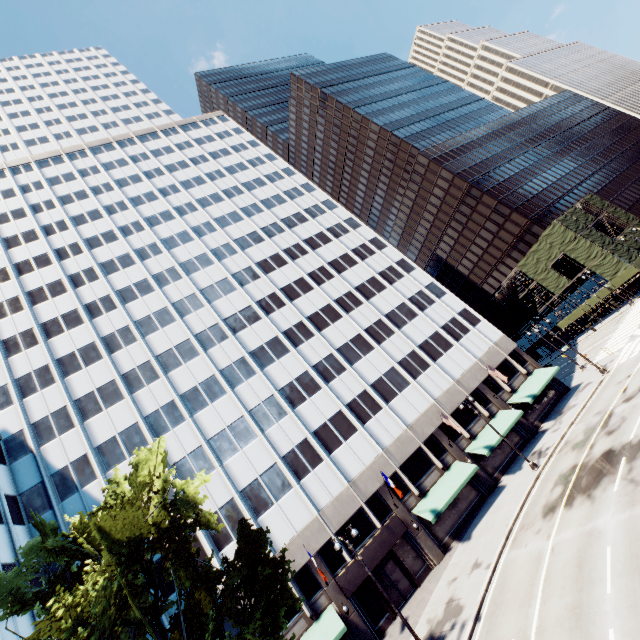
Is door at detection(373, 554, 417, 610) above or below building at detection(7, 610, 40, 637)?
below

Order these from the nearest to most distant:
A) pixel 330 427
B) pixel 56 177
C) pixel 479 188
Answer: pixel 330 427 → pixel 56 177 → pixel 479 188

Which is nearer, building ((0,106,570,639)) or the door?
the door

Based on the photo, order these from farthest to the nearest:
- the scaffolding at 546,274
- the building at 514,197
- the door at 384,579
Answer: the building at 514,197
the scaffolding at 546,274
the door at 384,579

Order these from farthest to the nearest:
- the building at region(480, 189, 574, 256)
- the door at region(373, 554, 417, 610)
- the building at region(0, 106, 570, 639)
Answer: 1. the building at region(480, 189, 574, 256)
2. the building at region(0, 106, 570, 639)
3. the door at region(373, 554, 417, 610)

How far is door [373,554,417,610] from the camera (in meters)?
25.03

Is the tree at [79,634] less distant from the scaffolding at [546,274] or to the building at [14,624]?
the building at [14,624]

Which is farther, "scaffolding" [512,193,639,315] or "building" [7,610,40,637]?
"scaffolding" [512,193,639,315]
